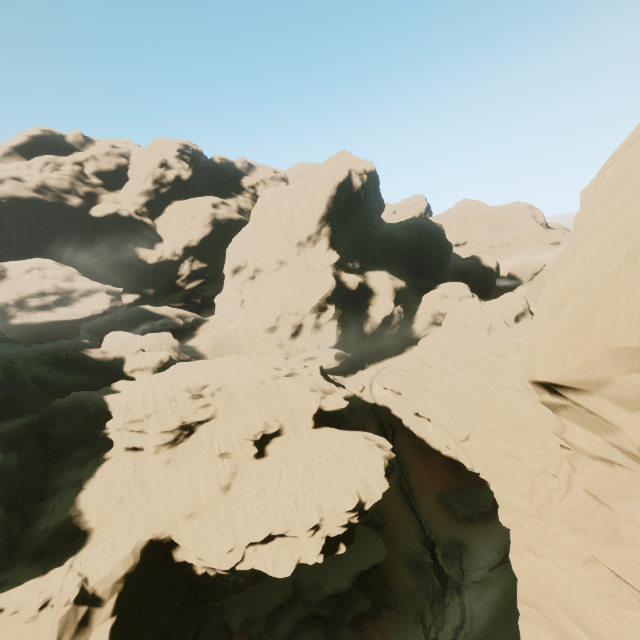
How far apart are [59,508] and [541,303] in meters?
32.0

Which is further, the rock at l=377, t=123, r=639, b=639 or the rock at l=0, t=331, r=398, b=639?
the rock at l=0, t=331, r=398, b=639

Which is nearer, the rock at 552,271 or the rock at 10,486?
the rock at 552,271
